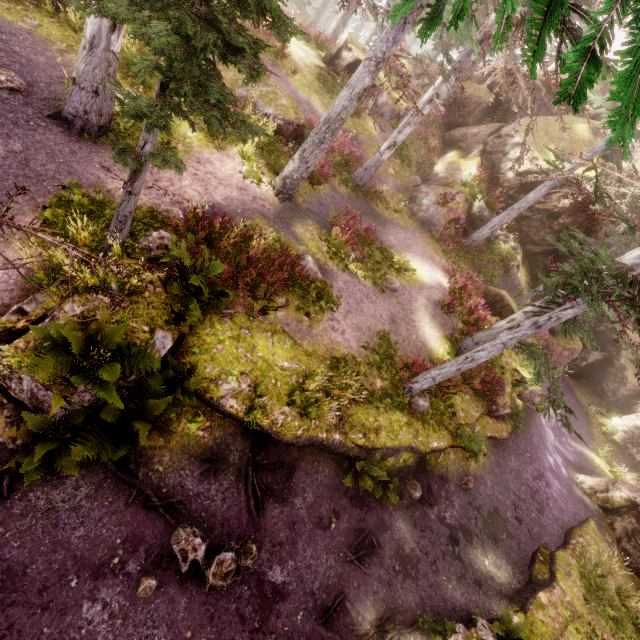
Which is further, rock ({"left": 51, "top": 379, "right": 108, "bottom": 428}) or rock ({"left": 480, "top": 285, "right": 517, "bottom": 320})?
rock ({"left": 480, "top": 285, "right": 517, "bottom": 320})

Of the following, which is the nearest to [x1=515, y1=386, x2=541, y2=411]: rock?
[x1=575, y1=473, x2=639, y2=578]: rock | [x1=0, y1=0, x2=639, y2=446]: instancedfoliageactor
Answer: [x1=0, y1=0, x2=639, y2=446]: instancedfoliageactor

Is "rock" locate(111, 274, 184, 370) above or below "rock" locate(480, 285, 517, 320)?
below

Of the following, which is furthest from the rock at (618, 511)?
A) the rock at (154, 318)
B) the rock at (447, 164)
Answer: the rock at (154, 318)

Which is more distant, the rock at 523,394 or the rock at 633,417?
the rock at 633,417

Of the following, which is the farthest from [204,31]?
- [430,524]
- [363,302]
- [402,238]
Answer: [402,238]

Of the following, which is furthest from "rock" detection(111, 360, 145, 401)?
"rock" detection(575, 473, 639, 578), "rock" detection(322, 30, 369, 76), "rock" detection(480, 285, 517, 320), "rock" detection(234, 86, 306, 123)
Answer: "rock" detection(575, 473, 639, 578)

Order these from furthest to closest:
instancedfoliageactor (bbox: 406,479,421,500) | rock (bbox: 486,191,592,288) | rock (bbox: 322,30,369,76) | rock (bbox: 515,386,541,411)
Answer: rock (bbox: 322,30,369,76) → rock (bbox: 486,191,592,288) → rock (bbox: 515,386,541,411) → instancedfoliageactor (bbox: 406,479,421,500)
